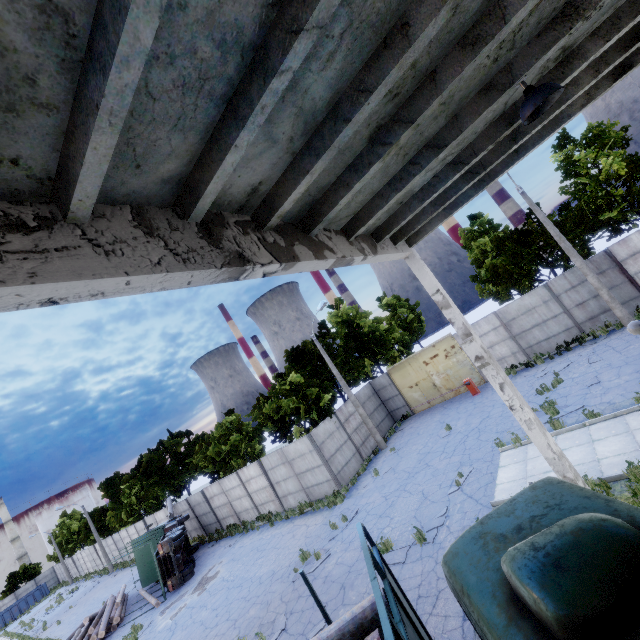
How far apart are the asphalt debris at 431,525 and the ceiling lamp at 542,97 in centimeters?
1104cm

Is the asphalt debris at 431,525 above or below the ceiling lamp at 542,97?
below

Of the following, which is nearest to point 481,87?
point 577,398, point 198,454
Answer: point 577,398

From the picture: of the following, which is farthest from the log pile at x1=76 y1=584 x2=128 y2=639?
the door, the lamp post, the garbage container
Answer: the garbage container

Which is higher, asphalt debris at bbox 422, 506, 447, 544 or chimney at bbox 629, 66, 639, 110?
chimney at bbox 629, 66, 639, 110

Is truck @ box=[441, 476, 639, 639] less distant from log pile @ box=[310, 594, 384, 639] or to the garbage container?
log pile @ box=[310, 594, 384, 639]

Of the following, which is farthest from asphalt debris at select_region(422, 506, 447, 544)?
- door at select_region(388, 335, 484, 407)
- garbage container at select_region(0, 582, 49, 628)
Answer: garbage container at select_region(0, 582, 49, 628)

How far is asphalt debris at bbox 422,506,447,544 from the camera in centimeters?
1007cm
